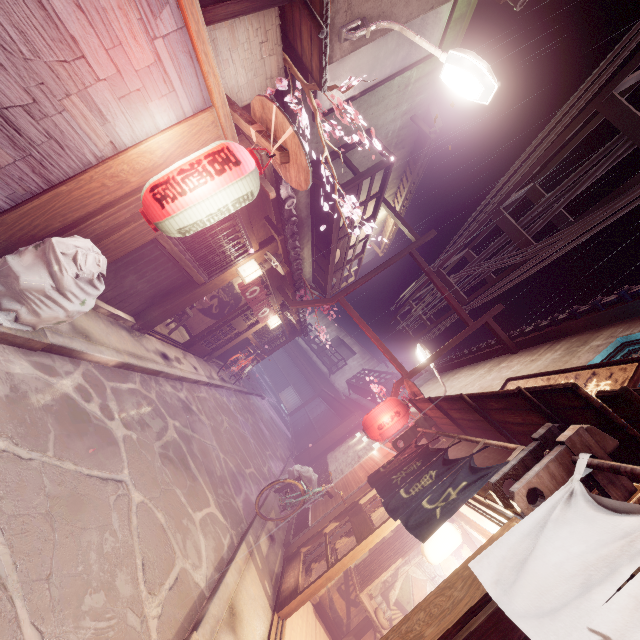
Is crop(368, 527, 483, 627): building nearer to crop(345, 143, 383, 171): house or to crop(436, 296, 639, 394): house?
crop(436, 296, 639, 394): house

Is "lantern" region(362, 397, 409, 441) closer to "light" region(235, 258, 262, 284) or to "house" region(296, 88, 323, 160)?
"light" region(235, 258, 262, 284)

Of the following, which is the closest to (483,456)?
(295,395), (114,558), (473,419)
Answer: (473,419)

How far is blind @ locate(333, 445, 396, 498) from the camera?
12.23m

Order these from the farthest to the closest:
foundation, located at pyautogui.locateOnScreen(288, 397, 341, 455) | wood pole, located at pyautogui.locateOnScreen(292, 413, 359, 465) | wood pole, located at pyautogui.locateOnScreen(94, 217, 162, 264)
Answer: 1. foundation, located at pyautogui.locateOnScreen(288, 397, 341, 455)
2. wood pole, located at pyautogui.locateOnScreen(292, 413, 359, 465)
3. wood pole, located at pyautogui.locateOnScreen(94, 217, 162, 264)

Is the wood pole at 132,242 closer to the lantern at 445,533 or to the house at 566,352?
the house at 566,352

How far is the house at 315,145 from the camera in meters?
10.1 m

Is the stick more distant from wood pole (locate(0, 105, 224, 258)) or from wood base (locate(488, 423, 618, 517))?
wood base (locate(488, 423, 618, 517))
